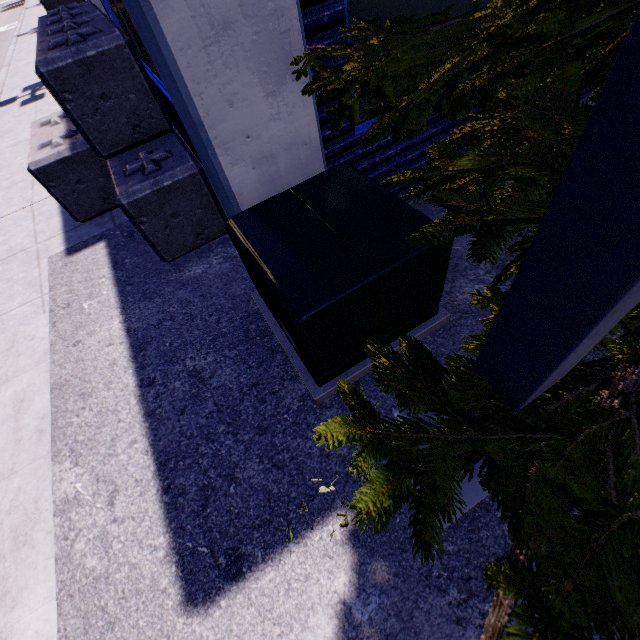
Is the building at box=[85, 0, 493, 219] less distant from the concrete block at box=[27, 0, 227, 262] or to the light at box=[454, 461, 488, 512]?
the concrete block at box=[27, 0, 227, 262]

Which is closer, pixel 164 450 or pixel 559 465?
pixel 559 465

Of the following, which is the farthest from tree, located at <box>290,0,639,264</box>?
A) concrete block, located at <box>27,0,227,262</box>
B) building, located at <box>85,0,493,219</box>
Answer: concrete block, located at <box>27,0,227,262</box>

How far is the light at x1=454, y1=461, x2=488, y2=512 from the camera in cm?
221

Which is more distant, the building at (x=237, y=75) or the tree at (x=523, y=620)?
the building at (x=237, y=75)

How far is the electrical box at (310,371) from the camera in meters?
2.2 m

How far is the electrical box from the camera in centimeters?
215cm
